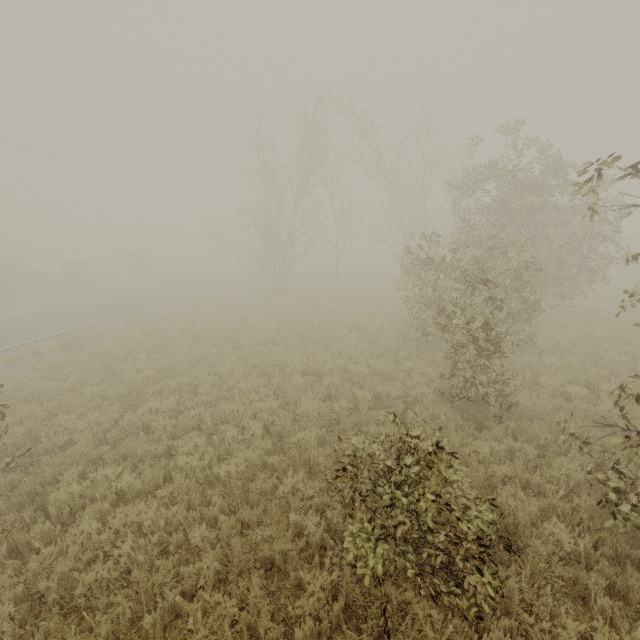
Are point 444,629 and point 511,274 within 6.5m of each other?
no

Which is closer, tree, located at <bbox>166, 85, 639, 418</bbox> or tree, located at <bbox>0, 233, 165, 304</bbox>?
tree, located at <bbox>166, 85, 639, 418</bbox>

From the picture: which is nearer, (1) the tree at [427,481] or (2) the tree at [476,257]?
(1) the tree at [427,481]

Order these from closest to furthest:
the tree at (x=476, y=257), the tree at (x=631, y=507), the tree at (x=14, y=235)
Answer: the tree at (x=631, y=507), the tree at (x=476, y=257), the tree at (x=14, y=235)

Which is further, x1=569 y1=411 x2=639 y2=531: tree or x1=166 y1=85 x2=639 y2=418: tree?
x1=166 y1=85 x2=639 y2=418: tree

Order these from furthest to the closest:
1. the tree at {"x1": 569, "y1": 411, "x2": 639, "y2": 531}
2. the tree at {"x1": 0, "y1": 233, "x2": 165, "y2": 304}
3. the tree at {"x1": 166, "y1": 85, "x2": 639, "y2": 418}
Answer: the tree at {"x1": 0, "y1": 233, "x2": 165, "y2": 304} < the tree at {"x1": 166, "y1": 85, "x2": 639, "y2": 418} < the tree at {"x1": 569, "y1": 411, "x2": 639, "y2": 531}
